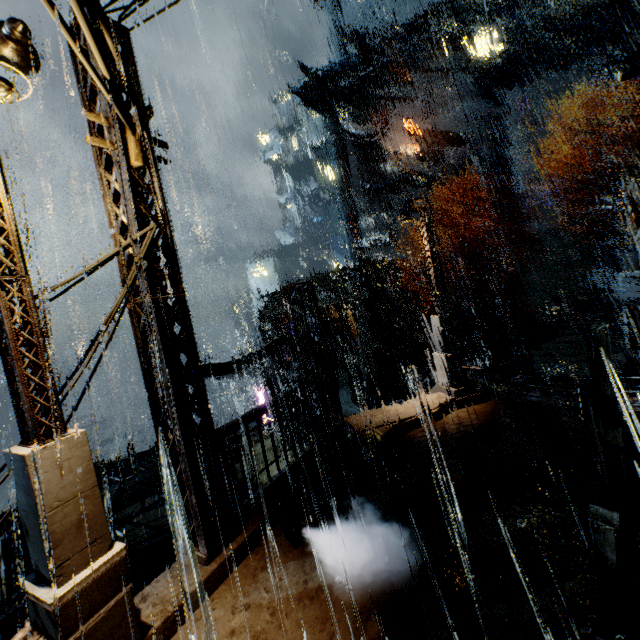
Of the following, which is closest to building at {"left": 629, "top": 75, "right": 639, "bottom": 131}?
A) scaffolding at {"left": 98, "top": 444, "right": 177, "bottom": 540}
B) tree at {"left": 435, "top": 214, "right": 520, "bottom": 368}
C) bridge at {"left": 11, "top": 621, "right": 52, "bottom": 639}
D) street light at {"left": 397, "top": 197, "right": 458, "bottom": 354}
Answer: bridge at {"left": 11, "top": 621, "right": 52, "bottom": 639}

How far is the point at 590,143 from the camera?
30.9m

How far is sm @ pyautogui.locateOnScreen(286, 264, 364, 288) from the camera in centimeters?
2350cm

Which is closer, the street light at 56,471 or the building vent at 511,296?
the street light at 56,471

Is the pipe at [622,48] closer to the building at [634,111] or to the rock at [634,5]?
the building at [634,111]

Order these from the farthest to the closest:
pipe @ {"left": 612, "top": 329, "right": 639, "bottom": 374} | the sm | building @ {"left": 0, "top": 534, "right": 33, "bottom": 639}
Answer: the sm, pipe @ {"left": 612, "top": 329, "right": 639, "bottom": 374}, building @ {"left": 0, "top": 534, "right": 33, "bottom": 639}

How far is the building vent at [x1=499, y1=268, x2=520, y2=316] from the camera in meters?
33.6 m

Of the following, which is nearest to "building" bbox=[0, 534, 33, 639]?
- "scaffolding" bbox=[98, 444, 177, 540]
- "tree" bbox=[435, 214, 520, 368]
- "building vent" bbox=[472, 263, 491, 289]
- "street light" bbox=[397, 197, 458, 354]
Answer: "scaffolding" bbox=[98, 444, 177, 540]
